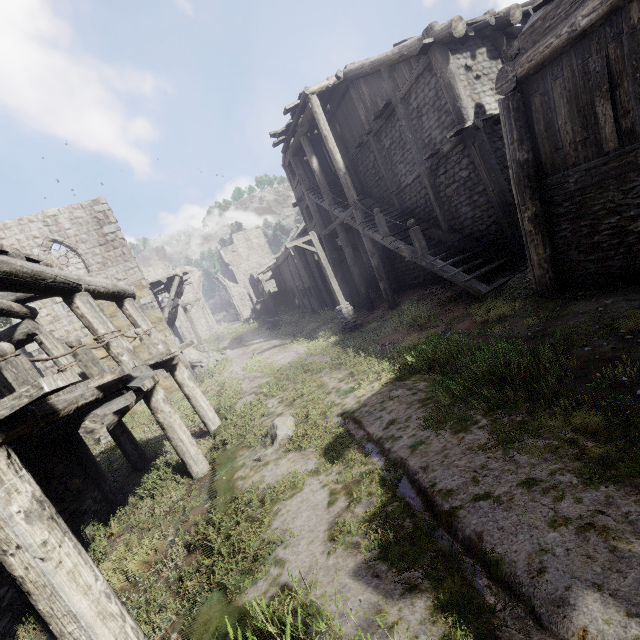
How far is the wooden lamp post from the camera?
14.3m

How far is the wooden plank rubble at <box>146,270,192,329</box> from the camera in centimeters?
1840cm

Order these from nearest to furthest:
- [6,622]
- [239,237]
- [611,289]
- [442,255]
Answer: [6,622], [611,289], [442,255], [239,237]

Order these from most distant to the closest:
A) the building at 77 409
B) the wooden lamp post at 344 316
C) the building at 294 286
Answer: the building at 294 286 → the wooden lamp post at 344 316 → the building at 77 409

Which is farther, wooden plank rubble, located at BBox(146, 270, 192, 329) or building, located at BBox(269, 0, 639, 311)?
wooden plank rubble, located at BBox(146, 270, 192, 329)

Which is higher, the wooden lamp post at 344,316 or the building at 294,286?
the building at 294,286

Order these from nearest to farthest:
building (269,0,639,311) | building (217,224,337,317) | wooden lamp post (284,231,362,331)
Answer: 1. building (269,0,639,311)
2. wooden lamp post (284,231,362,331)
3. building (217,224,337,317)

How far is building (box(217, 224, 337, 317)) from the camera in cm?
2378
